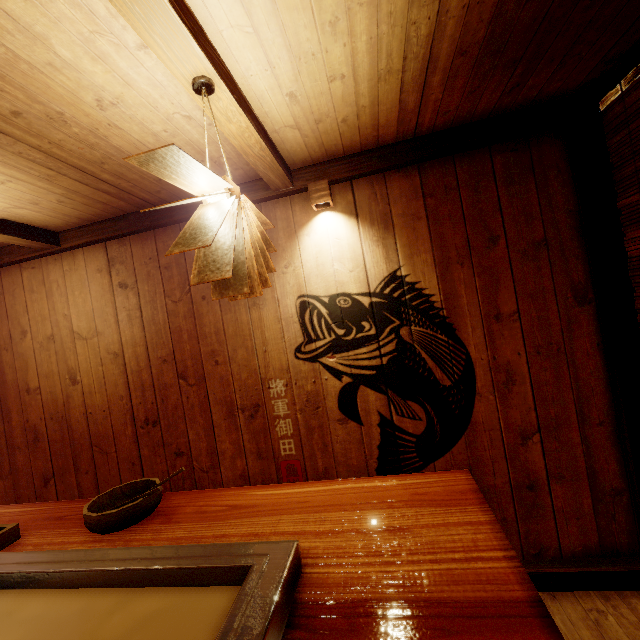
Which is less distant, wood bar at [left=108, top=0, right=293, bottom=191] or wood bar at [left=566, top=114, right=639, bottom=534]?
wood bar at [left=108, top=0, right=293, bottom=191]

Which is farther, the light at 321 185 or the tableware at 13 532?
the light at 321 185

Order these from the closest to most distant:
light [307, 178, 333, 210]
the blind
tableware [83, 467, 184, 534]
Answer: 1. tableware [83, 467, 184, 534]
2. the blind
3. light [307, 178, 333, 210]

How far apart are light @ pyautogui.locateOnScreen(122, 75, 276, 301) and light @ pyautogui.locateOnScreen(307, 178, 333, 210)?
1.3m

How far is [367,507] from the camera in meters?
2.1

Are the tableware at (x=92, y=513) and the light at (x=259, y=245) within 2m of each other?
yes

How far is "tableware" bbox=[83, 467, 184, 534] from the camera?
2.28m

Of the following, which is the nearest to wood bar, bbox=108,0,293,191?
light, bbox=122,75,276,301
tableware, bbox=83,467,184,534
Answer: light, bbox=122,75,276,301
